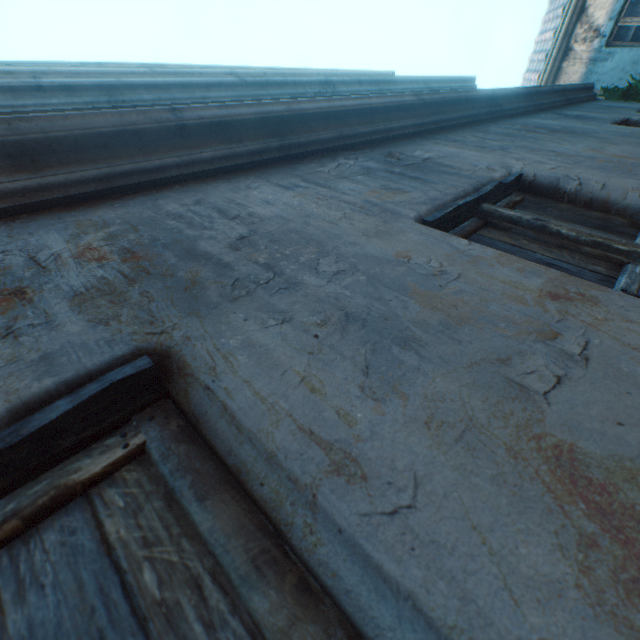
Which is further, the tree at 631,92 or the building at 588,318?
the tree at 631,92

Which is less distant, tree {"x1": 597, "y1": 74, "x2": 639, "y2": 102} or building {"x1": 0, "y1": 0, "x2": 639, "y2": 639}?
building {"x1": 0, "y1": 0, "x2": 639, "y2": 639}

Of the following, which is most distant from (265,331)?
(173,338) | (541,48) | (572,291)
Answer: (541,48)
